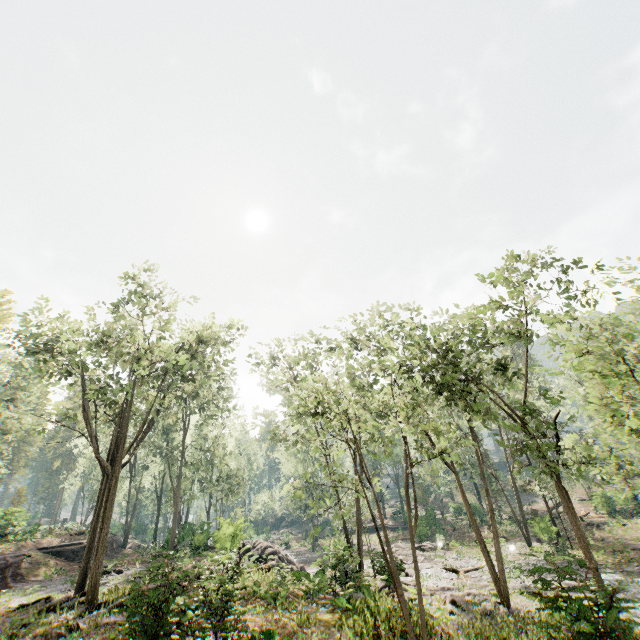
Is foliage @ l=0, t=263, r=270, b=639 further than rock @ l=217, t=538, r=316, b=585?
No

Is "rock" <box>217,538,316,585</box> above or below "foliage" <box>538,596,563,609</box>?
above

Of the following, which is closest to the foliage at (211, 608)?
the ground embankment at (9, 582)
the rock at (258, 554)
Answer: the rock at (258, 554)

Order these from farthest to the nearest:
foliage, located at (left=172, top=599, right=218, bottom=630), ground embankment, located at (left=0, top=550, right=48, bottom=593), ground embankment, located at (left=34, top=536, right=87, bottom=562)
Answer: ground embankment, located at (left=34, top=536, right=87, bottom=562) < ground embankment, located at (left=0, top=550, right=48, bottom=593) < foliage, located at (left=172, top=599, right=218, bottom=630)

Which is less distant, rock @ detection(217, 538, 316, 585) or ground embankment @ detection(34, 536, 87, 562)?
rock @ detection(217, 538, 316, 585)

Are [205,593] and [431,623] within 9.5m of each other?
yes

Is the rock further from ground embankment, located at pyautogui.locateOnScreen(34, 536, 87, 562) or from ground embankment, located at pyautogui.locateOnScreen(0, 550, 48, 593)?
ground embankment, located at pyautogui.locateOnScreen(34, 536, 87, 562)

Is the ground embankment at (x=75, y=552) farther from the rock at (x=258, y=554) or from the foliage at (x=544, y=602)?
the rock at (x=258, y=554)
